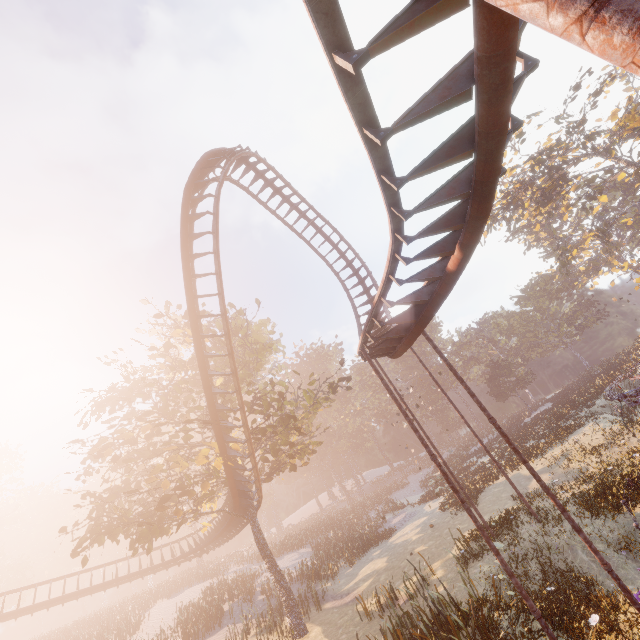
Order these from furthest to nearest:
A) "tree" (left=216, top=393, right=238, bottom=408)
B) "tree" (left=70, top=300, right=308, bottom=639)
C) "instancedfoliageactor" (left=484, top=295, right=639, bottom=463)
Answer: "instancedfoliageactor" (left=484, top=295, right=639, bottom=463) < "tree" (left=216, top=393, right=238, bottom=408) < "tree" (left=70, top=300, right=308, bottom=639)

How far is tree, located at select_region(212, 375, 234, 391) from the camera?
18.9 meters

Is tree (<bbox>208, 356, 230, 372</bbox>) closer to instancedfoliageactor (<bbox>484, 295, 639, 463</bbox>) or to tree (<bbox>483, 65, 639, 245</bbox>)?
instancedfoliageactor (<bbox>484, 295, 639, 463</bbox>)

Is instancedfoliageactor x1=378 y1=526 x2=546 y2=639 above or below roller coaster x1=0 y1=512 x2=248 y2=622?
below

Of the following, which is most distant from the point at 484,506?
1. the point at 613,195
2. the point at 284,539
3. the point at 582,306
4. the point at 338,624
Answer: the point at 613,195

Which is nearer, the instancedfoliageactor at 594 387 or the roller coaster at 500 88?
the roller coaster at 500 88

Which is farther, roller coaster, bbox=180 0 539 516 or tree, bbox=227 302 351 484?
tree, bbox=227 302 351 484

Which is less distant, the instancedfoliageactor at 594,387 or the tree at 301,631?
the tree at 301,631
